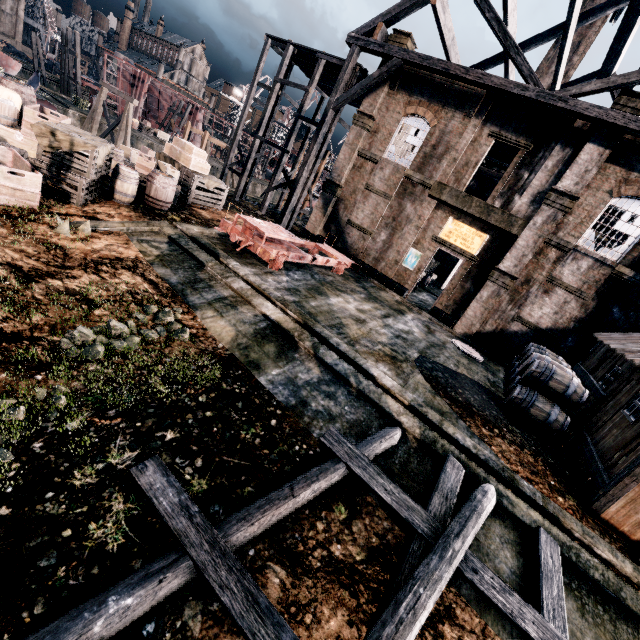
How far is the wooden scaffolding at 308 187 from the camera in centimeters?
2161cm

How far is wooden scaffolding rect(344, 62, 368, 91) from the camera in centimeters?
2017cm

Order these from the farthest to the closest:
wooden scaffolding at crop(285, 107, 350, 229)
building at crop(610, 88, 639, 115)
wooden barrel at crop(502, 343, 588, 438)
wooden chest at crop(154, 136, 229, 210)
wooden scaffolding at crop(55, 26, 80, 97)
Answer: wooden scaffolding at crop(55, 26, 80, 97)
wooden scaffolding at crop(285, 107, 350, 229)
wooden chest at crop(154, 136, 229, 210)
building at crop(610, 88, 639, 115)
wooden barrel at crop(502, 343, 588, 438)

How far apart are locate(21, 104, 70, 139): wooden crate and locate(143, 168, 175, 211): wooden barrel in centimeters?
319cm

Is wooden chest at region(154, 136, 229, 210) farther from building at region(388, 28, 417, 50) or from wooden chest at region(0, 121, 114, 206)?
building at region(388, 28, 417, 50)

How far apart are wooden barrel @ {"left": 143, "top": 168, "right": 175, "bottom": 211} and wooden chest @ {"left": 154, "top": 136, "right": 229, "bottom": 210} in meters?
3.5 m

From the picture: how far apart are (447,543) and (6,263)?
10.2 meters

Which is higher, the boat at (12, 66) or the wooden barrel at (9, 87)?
the wooden barrel at (9, 87)
